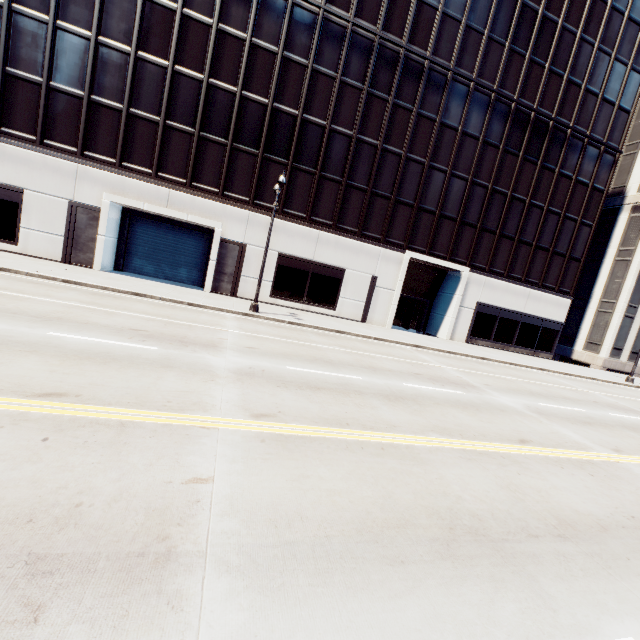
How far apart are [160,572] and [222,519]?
0.8m
